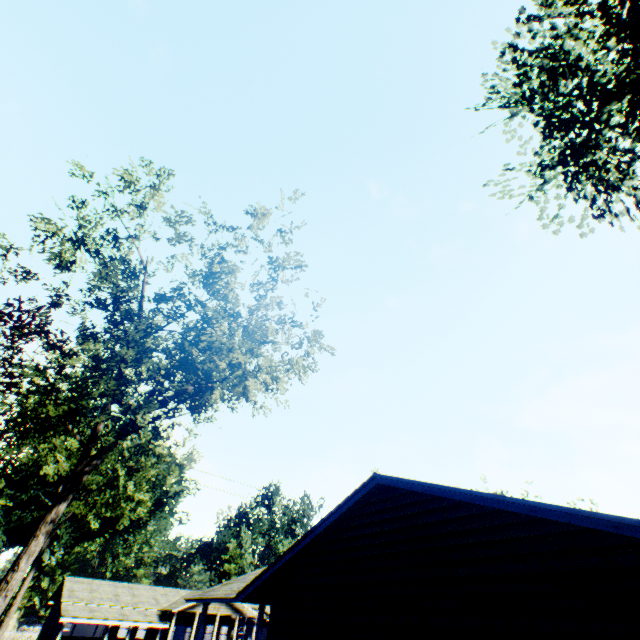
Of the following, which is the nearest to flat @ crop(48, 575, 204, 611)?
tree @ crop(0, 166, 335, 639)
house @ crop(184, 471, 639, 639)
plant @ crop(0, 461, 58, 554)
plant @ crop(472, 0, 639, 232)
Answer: plant @ crop(0, 461, 58, 554)

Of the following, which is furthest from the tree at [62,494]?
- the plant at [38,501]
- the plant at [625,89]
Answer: the plant at [38,501]

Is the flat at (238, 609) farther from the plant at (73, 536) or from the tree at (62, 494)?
the tree at (62, 494)

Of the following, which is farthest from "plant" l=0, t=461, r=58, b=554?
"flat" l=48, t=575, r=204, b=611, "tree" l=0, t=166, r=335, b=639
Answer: "tree" l=0, t=166, r=335, b=639

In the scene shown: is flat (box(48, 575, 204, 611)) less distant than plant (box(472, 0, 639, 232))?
No

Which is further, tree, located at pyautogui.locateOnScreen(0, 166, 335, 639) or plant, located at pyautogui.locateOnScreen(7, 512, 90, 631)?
plant, located at pyautogui.locateOnScreen(7, 512, 90, 631)

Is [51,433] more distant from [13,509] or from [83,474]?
[13,509]

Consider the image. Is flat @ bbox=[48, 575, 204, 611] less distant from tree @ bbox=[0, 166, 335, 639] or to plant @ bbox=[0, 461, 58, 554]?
plant @ bbox=[0, 461, 58, 554]
